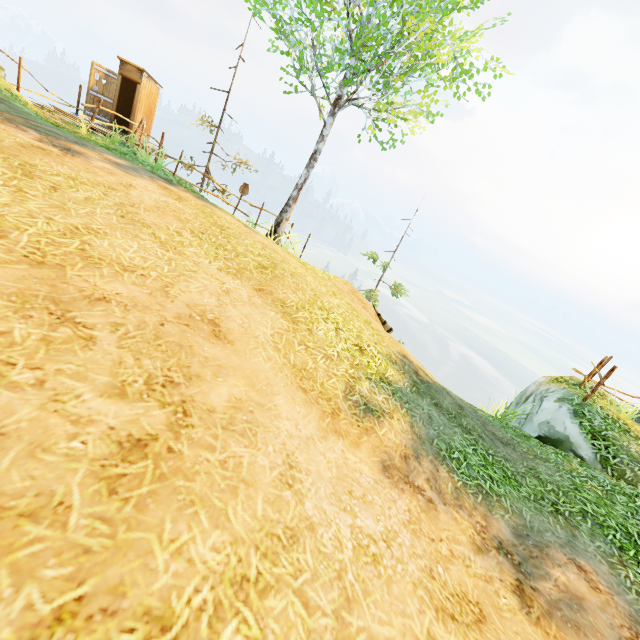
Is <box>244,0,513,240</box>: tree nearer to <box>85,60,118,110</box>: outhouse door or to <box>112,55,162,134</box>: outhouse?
<box>112,55,162,134</box>: outhouse

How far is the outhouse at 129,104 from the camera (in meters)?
13.41

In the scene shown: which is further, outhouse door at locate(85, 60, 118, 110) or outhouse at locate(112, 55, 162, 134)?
outhouse at locate(112, 55, 162, 134)

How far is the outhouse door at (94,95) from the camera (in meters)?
12.88

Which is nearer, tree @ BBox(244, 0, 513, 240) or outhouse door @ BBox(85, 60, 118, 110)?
tree @ BBox(244, 0, 513, 240)

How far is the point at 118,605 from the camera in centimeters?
147cm

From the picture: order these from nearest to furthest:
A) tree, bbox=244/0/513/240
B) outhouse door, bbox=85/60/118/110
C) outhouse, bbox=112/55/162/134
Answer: tree, bbox=244/0/513/240
outhouse door, bbox=85/60/118/110
outhouse, bbox=112/55/162/134

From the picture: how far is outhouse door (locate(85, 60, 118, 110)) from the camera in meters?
12.9
